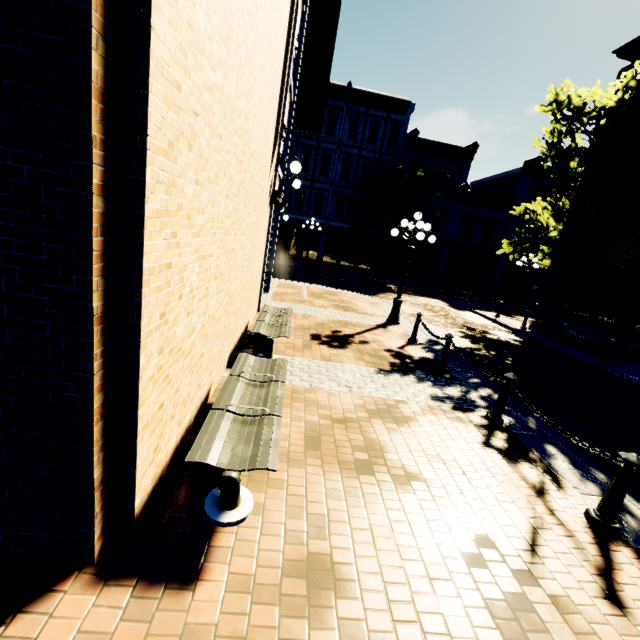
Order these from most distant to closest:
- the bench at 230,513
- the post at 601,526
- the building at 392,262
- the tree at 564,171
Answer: the building at 392,262
the tree at 564,171
the post at 601,526
the bench at 230,513

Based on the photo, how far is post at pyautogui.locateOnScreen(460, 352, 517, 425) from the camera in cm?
514

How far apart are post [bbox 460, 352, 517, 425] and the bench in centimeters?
350cm

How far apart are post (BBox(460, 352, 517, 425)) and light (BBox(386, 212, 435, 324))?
5.5m

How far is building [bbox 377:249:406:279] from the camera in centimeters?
2739cm

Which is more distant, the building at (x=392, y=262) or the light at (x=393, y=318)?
the building at (x=392, y=262)

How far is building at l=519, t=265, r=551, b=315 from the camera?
20.58m

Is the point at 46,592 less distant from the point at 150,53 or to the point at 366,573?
the point at 366,573
